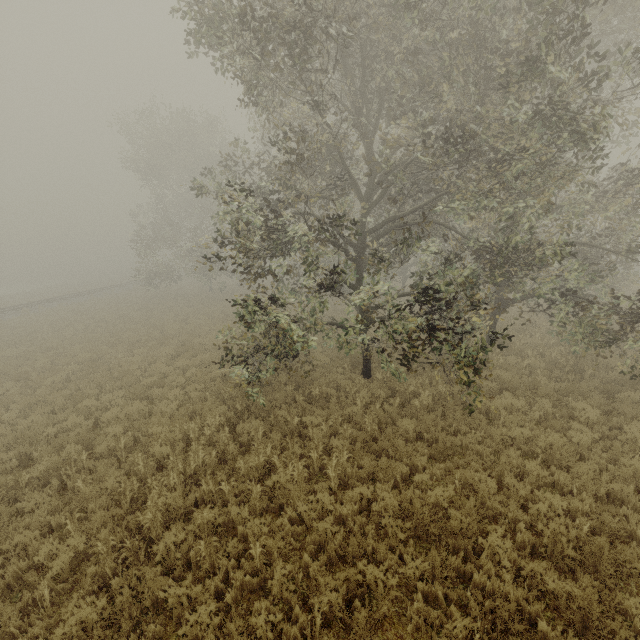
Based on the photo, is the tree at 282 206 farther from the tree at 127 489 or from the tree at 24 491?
the tree at 24 491

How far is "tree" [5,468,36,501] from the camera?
7.30m

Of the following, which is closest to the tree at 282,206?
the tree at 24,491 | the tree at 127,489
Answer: the tree at 127,489

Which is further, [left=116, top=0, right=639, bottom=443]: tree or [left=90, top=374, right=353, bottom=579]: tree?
[left=116, top=0, right=639, bottom=443]: tree

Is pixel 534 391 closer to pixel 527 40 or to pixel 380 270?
pixel 380 270

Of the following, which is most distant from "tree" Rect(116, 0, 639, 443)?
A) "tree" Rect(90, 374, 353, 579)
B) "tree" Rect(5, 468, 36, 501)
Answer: "tree" Rect(5, 468, 36, 501)

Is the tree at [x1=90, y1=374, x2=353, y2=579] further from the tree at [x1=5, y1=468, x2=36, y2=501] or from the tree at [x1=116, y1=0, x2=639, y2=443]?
the tree at [x1=5, y1=468, x2=36, y2=501]
